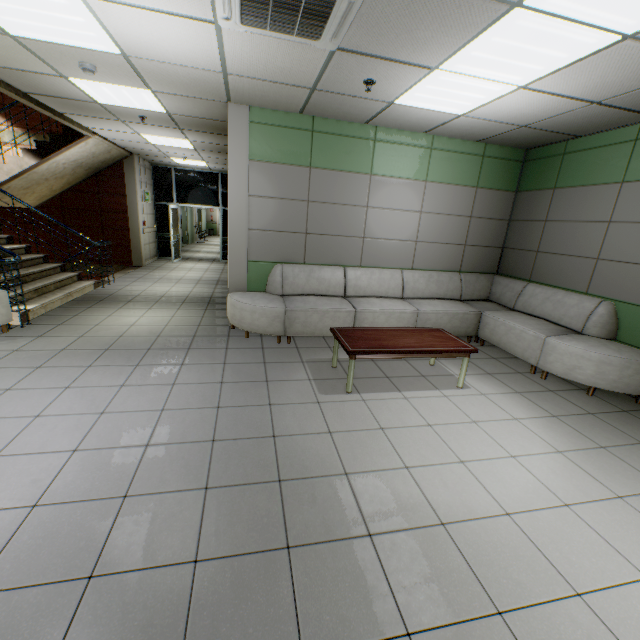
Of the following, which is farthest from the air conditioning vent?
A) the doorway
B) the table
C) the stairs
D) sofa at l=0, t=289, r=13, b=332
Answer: the doorway

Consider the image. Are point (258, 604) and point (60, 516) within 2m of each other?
yes

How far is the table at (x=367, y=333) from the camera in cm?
349

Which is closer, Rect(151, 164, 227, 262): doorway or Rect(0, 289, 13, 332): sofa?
Rect(0, 289, 13, 332): sofa

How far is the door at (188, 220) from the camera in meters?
17.5

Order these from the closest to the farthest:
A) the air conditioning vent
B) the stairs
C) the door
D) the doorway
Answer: the air conditioning vent → the stairs → the doorway → the door

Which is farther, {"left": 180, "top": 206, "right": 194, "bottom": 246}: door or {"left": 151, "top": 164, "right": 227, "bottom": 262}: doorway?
{"left": 180, "top": 206, "right": 194, "bottom": 246}: door

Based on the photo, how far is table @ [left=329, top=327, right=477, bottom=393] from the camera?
3.49m
